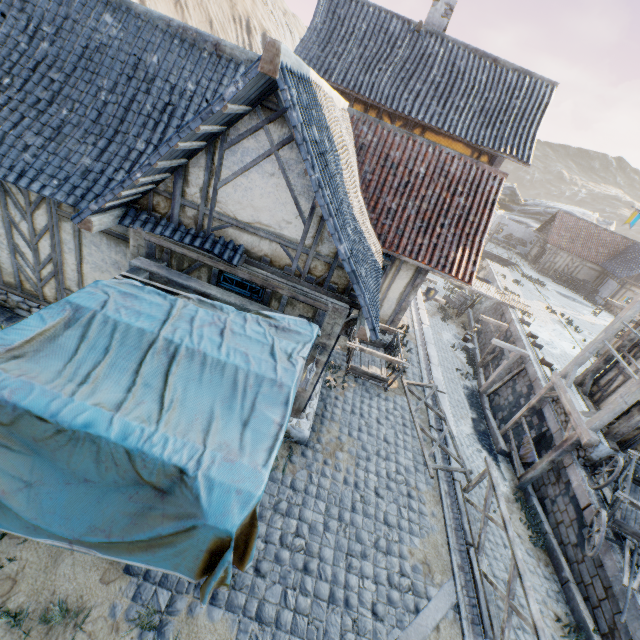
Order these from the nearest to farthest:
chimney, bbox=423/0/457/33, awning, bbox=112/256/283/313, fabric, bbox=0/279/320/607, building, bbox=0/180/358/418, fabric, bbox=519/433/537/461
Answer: fabric, bbox=0/279/320/607
awning, bbox=112/256/283/313
building, bbox=0/180/358/418
fabric, bbox=519/433/537/461
chimney, bbox=423/0/457/33

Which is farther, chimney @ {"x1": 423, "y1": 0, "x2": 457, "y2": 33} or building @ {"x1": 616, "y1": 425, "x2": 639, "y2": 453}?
chimney @ {"x1": 423, "y1": 0, "x2": 457, "y2": 33}

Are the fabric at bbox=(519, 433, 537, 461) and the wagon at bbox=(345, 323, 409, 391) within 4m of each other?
no

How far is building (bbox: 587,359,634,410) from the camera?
10.54m

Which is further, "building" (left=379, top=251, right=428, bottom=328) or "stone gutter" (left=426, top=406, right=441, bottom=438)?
"building" (left=379, top=251, right=428, bottom=328)

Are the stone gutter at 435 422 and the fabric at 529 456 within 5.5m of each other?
yes

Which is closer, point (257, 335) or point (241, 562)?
point (241, 562)

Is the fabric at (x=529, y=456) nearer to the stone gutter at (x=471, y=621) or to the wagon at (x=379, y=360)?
the stone gutter at (x=471, y=621)
